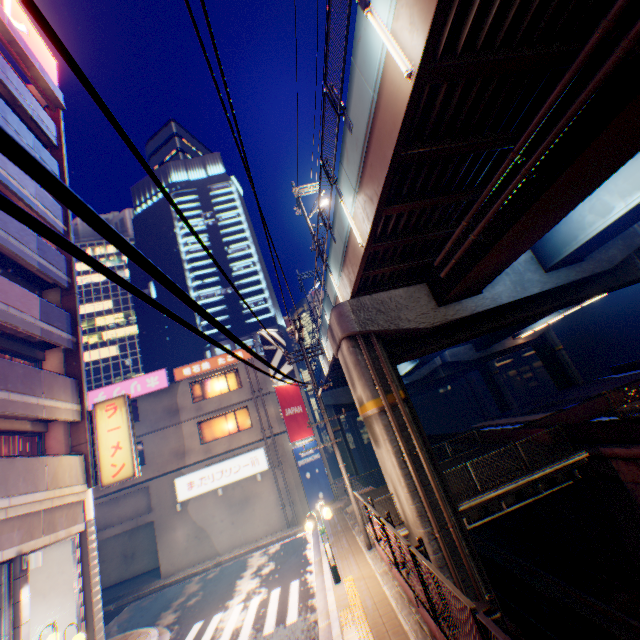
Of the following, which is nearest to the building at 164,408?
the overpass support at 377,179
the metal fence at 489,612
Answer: the overpass support at 377,179

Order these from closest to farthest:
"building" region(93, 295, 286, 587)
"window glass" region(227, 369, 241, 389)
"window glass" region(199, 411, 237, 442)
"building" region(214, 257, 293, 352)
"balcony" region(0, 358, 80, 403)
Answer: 1. "balcony" region(0, 358, 80, 403)
2. "building" region(93, 295, 286, 587)
3. "window glass" region(199, 411, 237, 442)
4. "window glass" region(227, 369, 241, 389)
5. "building" region(214, 257, 293, 352)

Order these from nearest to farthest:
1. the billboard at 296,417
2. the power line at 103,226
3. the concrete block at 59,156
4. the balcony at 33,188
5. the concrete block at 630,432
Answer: the power line at 103,226 < the concrete block at 630,432 < the balcony at 33,188 < the concrete block at 59,156 < the billboard at 296,417

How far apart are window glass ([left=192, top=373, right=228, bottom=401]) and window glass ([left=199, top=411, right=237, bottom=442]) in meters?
1.5

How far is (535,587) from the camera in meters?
17.0

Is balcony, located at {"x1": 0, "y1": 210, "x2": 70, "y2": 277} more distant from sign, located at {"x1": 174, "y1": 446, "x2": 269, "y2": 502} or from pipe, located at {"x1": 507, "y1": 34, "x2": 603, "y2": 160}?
pipe, located at {"x1": 507, "y1": 34, "x2": 603, "y2": 160}

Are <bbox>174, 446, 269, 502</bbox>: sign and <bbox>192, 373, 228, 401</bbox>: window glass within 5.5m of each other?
yes

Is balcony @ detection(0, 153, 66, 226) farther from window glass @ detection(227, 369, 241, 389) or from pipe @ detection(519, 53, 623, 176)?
pipe @ detection(519, 53, 623, 176)
